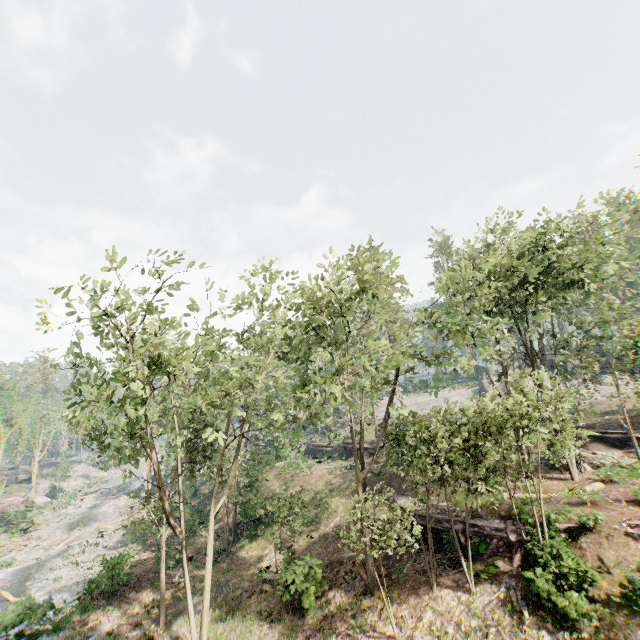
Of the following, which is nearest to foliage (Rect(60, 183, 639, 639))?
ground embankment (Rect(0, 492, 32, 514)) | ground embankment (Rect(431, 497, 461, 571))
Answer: ground embankment (Rect(0, 492, 32, 514))

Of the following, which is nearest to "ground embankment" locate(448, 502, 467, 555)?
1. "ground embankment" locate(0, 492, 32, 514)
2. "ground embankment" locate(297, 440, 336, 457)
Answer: "ground embankment" locate(297, 440, 336, 457)

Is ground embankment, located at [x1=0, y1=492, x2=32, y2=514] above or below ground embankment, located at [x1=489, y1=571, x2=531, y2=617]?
above

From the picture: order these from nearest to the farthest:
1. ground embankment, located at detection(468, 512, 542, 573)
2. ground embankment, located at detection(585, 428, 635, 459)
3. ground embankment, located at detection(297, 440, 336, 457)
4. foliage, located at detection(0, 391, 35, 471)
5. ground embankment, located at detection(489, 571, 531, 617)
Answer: ground embankment, located at detection(489, 571, 531, 617) < ground embankment, located at detection(468, 512, 542, 573) < ground embankment, located at detection(585, 428, 635, 459) < foliage, located at detection(0, 391, 35, 471) < ground embankment, located at detection(297, 440, 336, 457)

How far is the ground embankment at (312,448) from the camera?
45.1 meters

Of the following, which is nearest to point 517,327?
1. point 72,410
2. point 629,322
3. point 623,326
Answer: point 629,322

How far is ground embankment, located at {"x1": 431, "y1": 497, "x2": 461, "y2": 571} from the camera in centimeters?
1759cm

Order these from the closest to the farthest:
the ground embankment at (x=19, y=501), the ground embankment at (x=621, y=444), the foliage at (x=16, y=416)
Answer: the ground embankment at (x=621, y=444) < the foliage at (x=16, y=416) < the ground embankment at (x=19, y=501)
